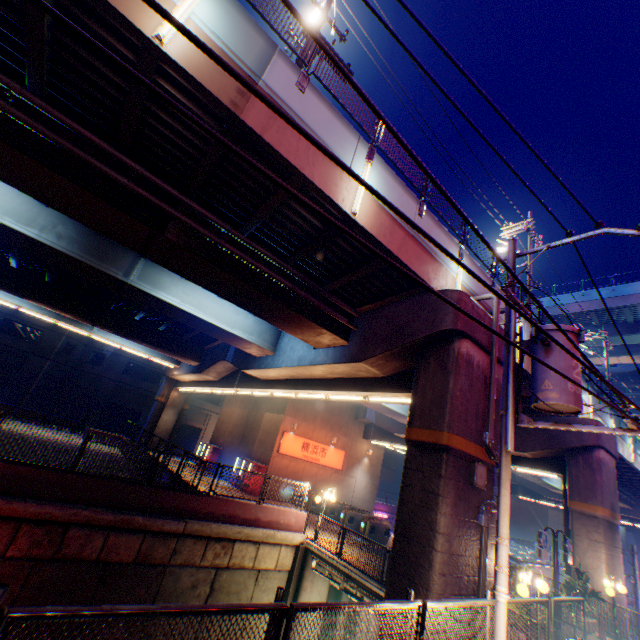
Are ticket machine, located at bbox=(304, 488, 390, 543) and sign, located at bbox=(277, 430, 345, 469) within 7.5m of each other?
yes

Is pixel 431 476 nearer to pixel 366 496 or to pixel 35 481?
pixel 35 481

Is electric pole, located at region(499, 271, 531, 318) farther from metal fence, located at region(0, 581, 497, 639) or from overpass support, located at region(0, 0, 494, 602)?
overpass support, located at region(0, 0, 494, 602)

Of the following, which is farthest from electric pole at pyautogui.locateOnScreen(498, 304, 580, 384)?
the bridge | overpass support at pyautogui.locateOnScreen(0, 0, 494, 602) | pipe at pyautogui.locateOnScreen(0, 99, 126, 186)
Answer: pipe at pyautogui.locateOnScreen(0, 99, 126, 186)

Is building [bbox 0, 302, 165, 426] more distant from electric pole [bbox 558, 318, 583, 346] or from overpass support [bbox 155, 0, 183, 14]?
electric pole [bbox 558, 318, 583, 346]

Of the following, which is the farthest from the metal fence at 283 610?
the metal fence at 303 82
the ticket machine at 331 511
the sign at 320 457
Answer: the sign at 320 457

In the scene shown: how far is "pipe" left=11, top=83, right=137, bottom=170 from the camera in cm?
686

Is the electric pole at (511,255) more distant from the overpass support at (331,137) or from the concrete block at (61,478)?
the concrete block at (61,478)
